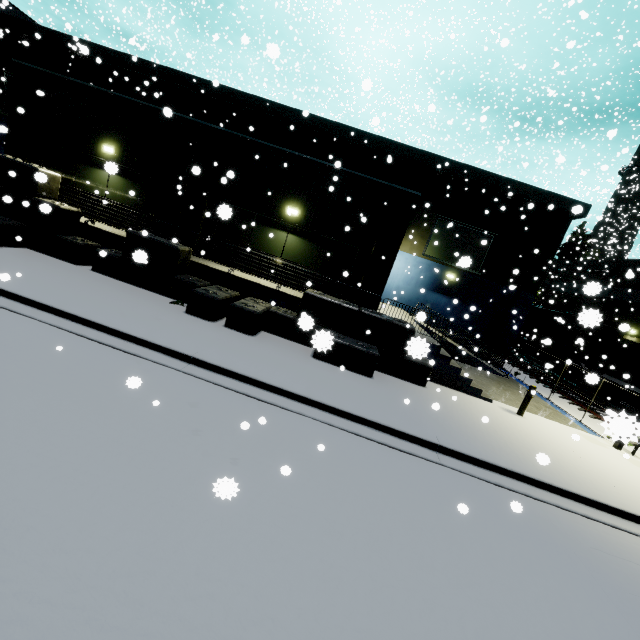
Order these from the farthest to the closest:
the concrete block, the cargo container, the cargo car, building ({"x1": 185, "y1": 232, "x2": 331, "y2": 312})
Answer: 1. the cargo container
2. the cargo car
3. building ({"x1": 185, "y1": 232, "x2": 331, "y2": 312})
4. the concrete block

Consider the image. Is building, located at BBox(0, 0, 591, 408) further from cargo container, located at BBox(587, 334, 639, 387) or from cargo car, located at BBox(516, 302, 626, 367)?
cargo car, located at BBox(516, 302, 626, 367)

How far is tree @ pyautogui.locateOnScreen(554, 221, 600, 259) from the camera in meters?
38.0

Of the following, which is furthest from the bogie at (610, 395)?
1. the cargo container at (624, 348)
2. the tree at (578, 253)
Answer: the tree at (578, 253)

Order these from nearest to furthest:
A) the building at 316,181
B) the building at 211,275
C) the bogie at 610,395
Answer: the building at 211,275
the building at 316,181
the bogie at 610,395

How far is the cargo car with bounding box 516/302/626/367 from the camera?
15.1m

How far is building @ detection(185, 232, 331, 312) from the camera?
11.92m

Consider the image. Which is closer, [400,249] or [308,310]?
[308,310]
